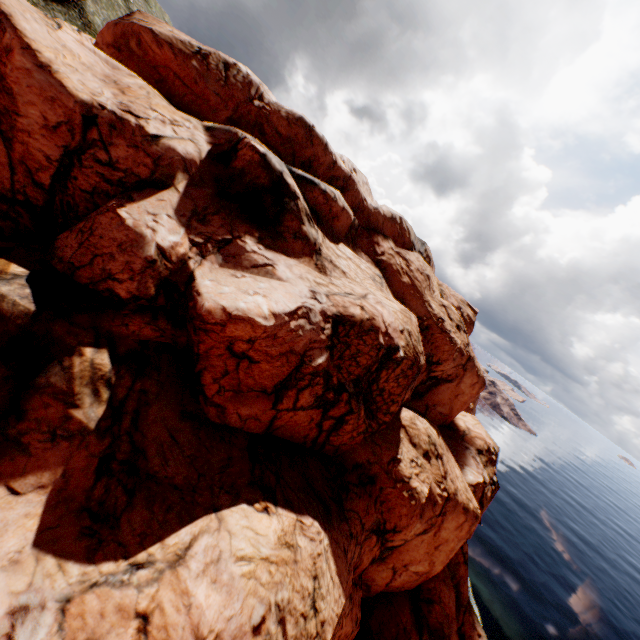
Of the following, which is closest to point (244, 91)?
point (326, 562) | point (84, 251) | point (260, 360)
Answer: point (84, 251)
